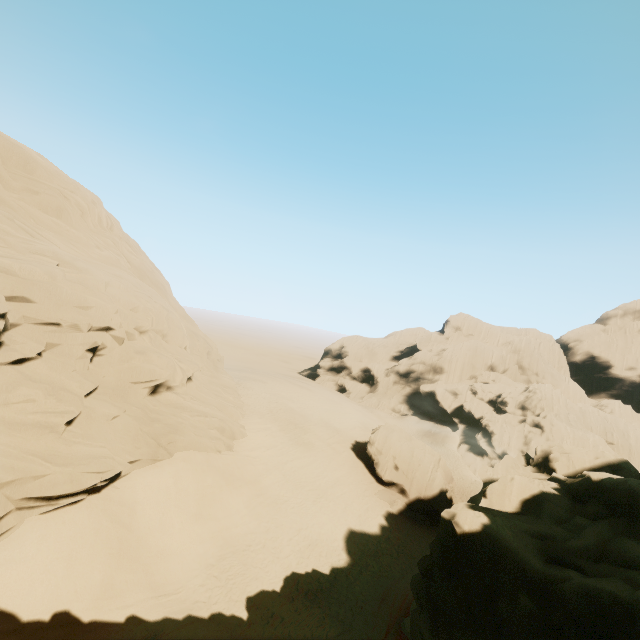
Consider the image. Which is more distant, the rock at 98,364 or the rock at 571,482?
the rock at 98,364

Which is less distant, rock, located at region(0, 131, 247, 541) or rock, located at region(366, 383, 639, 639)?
rock, located at region(366, 383, 639, 639)

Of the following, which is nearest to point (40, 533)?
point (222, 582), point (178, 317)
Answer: point (222, 582)
